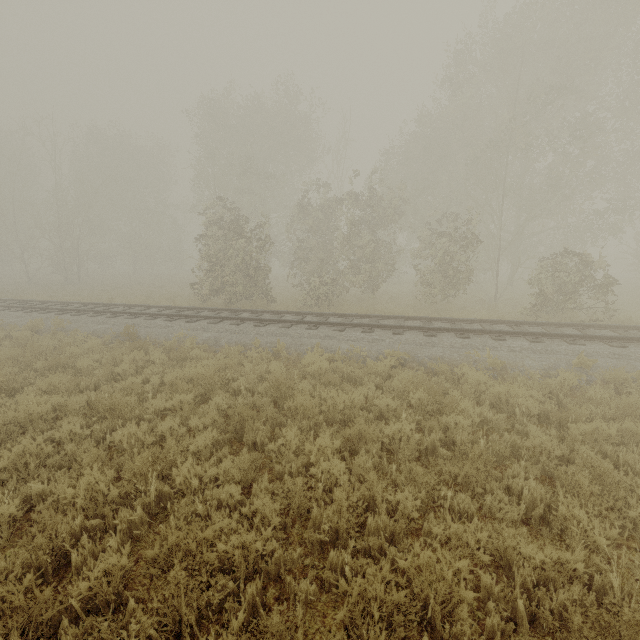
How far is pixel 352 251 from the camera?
30.8 meters
